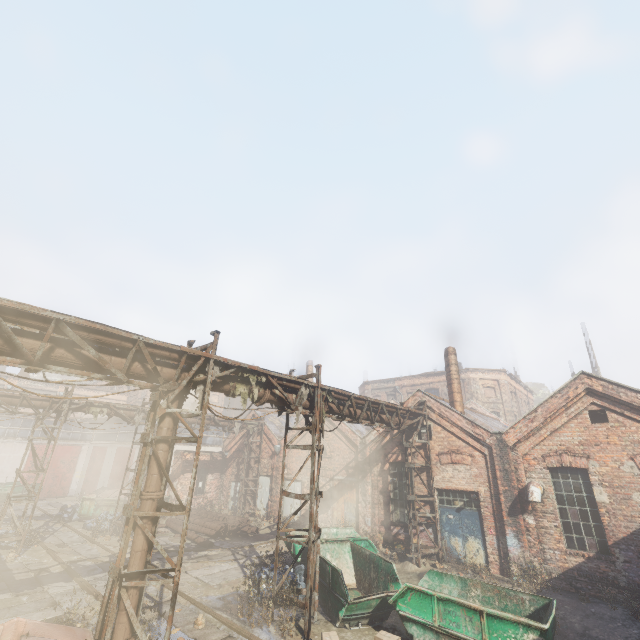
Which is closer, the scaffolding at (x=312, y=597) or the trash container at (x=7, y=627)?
the trash container at (x=7, y=627)

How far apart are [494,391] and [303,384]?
33.02m

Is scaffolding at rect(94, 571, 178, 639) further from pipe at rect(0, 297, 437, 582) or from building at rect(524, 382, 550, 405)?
building at rect(524, 382, 550, 405)

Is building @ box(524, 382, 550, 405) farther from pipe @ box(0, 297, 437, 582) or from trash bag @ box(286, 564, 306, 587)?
trash bag @ box(286, 564, 306, 587)

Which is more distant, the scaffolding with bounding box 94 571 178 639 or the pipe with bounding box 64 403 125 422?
the pipe with bounding box 64 403 125 422

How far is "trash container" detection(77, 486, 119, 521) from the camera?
19.59m

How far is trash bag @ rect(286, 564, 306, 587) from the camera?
10.3 meters

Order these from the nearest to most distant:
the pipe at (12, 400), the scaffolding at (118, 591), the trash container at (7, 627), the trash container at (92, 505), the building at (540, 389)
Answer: the trash container at (7, 627) → the scaffolding at (118, 591) → the pipe at (12, 400) → the trash container at (92, 505) → the building at (540, 389)
